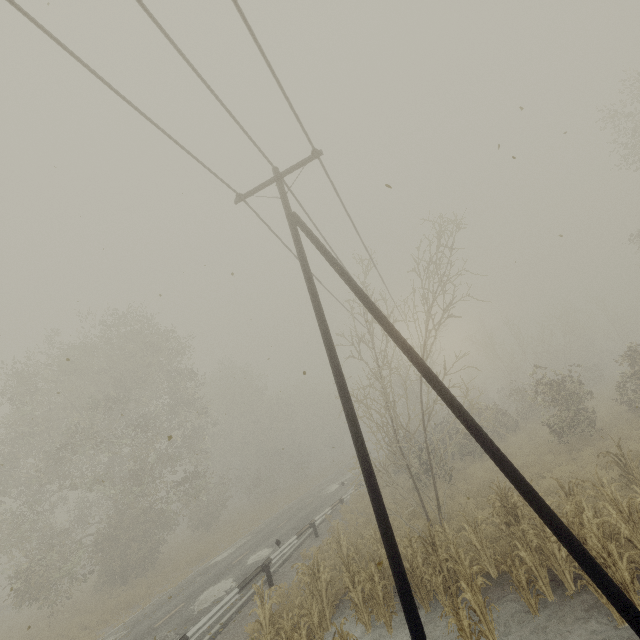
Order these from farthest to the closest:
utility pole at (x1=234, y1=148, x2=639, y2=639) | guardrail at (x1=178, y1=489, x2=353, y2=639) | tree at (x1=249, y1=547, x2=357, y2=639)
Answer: guardrail at (x1=178, y1=489, x2=353, y2=639) → tree at (x1=249, y1=547, x2=357, y2=639) → utility pole at (x1=234, y1=148, x2=639, y2=639)

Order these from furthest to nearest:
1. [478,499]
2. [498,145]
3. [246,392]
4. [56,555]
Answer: [246,392], [56,555], [478,499], [498,145]

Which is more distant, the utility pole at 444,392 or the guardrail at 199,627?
the guardrail at 199,627

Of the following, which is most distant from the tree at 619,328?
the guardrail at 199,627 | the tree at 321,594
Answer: the guardrail at 199,627

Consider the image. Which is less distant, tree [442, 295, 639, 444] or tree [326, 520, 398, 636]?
tree [326, 520, 398, 636]

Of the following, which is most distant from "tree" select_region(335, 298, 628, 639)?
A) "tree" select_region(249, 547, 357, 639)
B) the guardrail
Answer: the guardrail

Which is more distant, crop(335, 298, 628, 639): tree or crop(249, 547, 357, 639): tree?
crop(249, 547, 357, 639): tree
